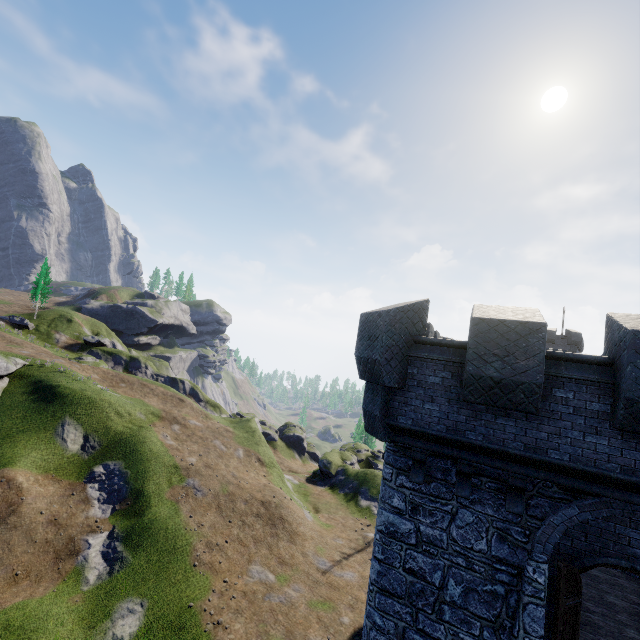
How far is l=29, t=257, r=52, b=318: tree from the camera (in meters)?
53.62

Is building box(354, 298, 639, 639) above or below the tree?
below

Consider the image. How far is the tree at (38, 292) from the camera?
53.6 meters

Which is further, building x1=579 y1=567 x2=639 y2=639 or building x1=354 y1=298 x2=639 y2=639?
building x1=579 y1=567 x2=639 y2=639

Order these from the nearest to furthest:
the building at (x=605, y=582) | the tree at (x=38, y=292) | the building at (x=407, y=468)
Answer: the building at (x=407, y=468) → the building at (x=605, y=582) → the tree at (x=38, y=292)

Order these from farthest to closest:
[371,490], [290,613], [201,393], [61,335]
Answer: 1. [201,393]
2. [61,335]
3. [371,490]
4. [290,613]

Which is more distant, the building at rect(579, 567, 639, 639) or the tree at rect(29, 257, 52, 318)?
the tree at rect(29, 257, 52, 318)
